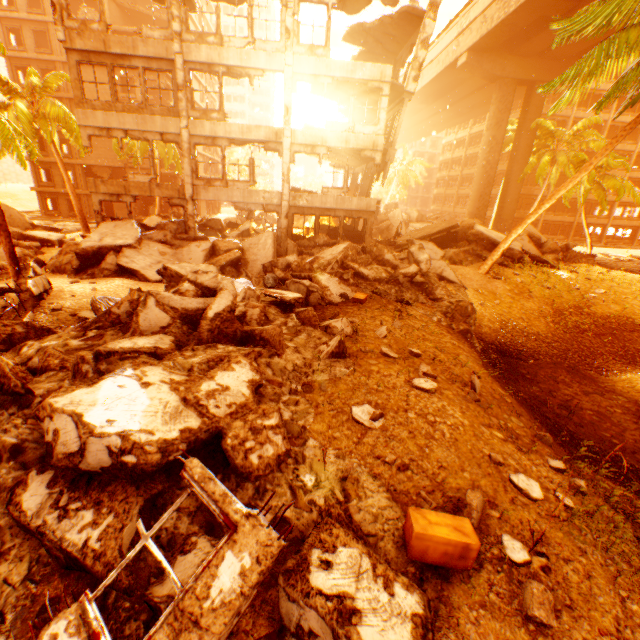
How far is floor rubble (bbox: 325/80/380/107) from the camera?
16.9 meters

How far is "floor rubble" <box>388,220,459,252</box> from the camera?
18.1m

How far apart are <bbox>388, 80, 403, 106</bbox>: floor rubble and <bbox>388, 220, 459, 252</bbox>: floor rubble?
7.0 meters

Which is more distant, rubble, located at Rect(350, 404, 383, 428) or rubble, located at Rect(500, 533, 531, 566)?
rubble, located at Rect(350, 404, 383, 428)

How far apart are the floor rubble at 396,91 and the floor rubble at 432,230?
7.0m

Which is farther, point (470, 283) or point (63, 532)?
point (470, 283)

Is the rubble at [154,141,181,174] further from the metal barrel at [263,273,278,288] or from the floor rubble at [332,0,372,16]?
the floor rubble at [332,0,372,16]

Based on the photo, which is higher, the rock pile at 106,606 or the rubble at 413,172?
the rubble at 413,172
